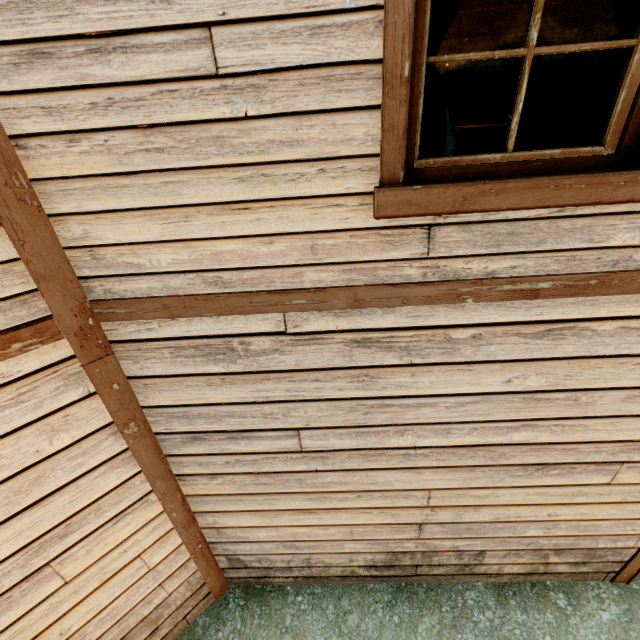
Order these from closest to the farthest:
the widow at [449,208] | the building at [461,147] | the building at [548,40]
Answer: the widow at [449,208] < the building at [548,40] < the building at [461,147]

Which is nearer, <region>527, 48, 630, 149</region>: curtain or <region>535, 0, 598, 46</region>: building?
<region>527, 48, 630, 149</region>: curtain

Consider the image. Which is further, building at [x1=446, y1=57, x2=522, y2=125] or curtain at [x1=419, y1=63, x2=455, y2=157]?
building at [x1=446, y1=57, x2=522, y2=125]

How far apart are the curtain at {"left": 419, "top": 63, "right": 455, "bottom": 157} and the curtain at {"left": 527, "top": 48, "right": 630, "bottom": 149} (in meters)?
0.10

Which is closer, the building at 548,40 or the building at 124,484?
the building at 124,484

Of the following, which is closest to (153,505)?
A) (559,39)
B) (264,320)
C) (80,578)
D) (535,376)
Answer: (80,578)

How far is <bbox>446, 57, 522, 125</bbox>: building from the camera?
3.6 meters
